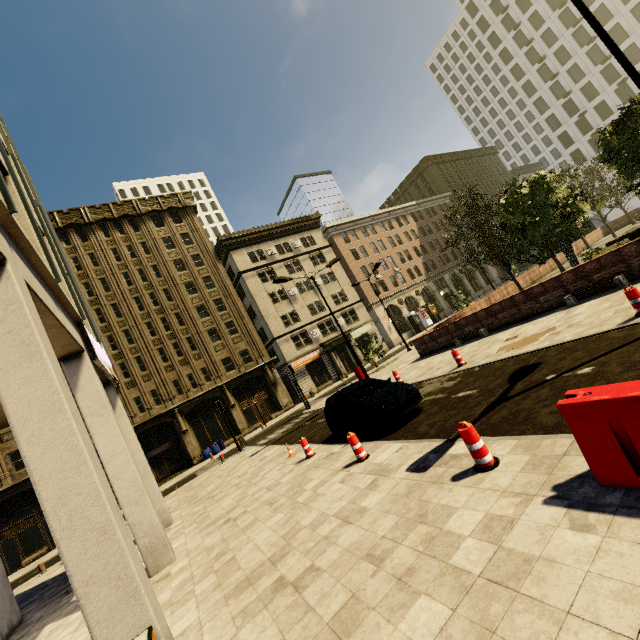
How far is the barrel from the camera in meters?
30.0

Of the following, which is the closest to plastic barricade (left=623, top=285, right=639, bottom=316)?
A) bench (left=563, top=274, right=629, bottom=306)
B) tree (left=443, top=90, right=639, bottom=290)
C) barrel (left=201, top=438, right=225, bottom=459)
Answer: bench (left=563, top=274, right=629, bottom=306)

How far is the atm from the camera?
45.9 meters

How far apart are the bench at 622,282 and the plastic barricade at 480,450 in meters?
9.9

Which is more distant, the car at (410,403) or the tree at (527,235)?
the tree at (527,235)

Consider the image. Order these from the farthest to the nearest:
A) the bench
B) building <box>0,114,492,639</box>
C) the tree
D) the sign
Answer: the tree < the bench < the sign < building <box>0,114,492,639</box>

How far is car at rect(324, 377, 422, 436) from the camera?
9.1 meters

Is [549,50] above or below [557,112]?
above
